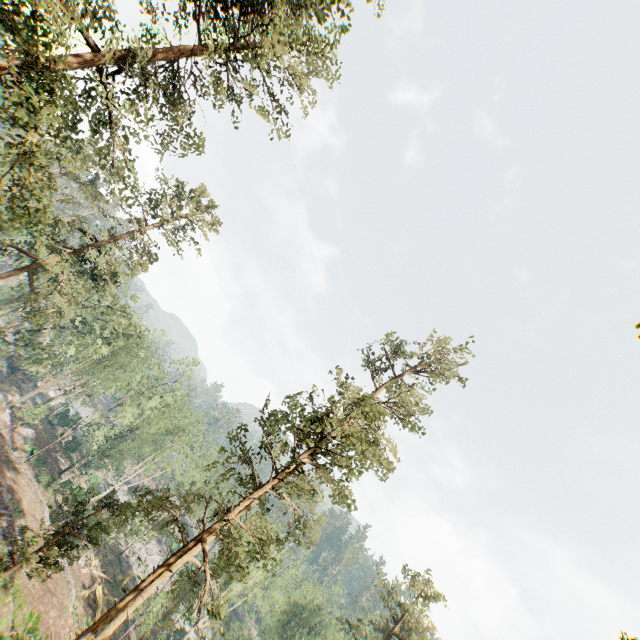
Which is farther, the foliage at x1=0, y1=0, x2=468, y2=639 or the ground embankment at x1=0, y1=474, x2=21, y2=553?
the ground embankment at x1=0, y1=474, x2=21, y2=553

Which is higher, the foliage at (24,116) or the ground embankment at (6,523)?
the foliage at (24,116)

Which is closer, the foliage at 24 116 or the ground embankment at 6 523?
the foliage at 24 116

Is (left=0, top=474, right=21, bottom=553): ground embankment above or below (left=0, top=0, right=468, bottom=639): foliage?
below

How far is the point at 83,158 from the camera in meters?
15.7 m
